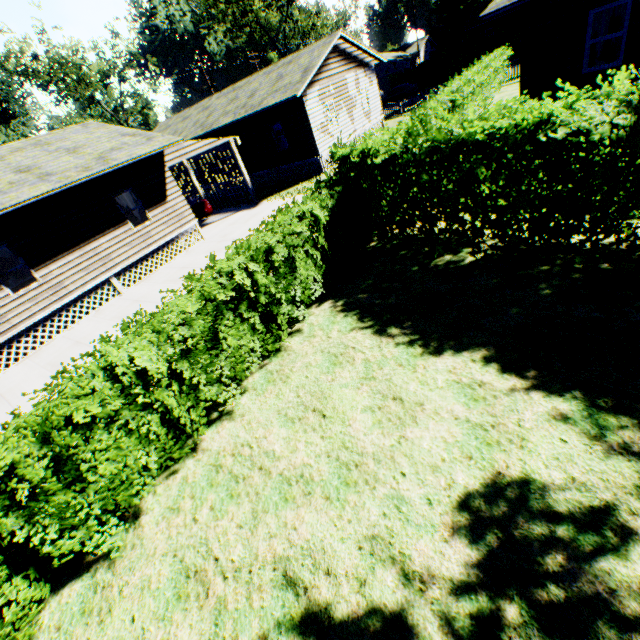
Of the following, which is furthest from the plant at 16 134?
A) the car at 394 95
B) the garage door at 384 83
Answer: the car at 394 95

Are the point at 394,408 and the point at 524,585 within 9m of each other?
yes

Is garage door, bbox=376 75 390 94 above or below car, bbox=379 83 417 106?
above

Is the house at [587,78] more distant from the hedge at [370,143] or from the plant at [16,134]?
the plant at [16,134]

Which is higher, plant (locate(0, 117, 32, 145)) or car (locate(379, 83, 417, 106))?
plant (locate(0, 117, 32, 145))

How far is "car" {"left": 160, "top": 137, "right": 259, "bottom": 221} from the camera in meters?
15.4 m

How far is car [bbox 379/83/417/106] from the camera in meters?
39.0 m

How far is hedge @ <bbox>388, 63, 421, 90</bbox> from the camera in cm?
4134
